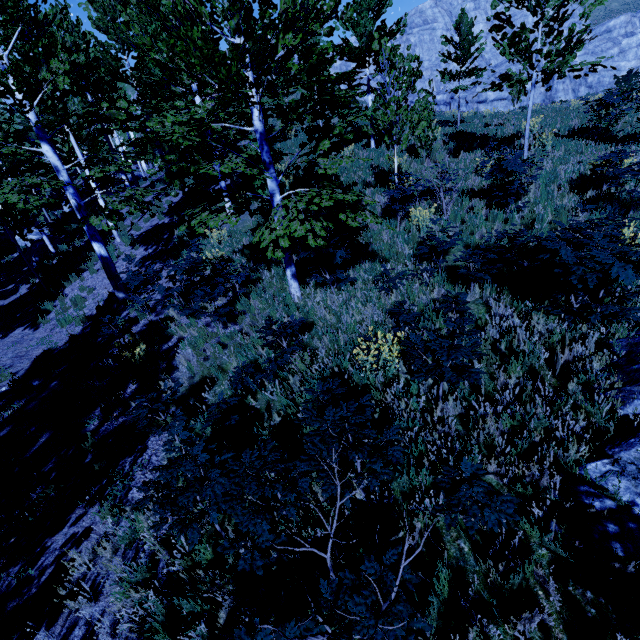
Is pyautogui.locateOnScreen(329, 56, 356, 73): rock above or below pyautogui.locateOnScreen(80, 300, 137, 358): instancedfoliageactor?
above

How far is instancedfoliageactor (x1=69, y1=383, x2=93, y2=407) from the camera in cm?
695

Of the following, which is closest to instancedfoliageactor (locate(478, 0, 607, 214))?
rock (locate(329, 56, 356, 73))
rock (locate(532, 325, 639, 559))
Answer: rock (locate(532, 325, 639, 559))

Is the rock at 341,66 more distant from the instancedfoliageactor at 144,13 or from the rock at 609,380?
the rock at 609,380

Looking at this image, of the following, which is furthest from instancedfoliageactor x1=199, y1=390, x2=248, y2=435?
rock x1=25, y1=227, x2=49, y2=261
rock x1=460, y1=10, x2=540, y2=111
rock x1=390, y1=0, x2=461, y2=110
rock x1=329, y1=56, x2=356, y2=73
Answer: rock x1=460, y1=10, x2=540, y2=111

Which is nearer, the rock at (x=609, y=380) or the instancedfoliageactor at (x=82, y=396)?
the rock at (x=609, y=380)

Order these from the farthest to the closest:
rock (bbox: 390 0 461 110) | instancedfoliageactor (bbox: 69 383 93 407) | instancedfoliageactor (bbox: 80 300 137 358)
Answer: rock (bbox: 390 0 461 110) → instancedfoliageactor (bbox: 80 300 137 358) → instancedfoliageactor (bbox: 69 383 93 407)

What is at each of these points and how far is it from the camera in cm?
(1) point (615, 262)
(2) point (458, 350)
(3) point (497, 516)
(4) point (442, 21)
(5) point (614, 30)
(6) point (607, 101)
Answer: (1) instancedfoliageactor, 380
(2) instancedfoliageactor, 369
(3) instancedfoliageactor, 296
(4) rock, 5756
(5) rock, 5234
(6) instancedfoliageactor, 994
